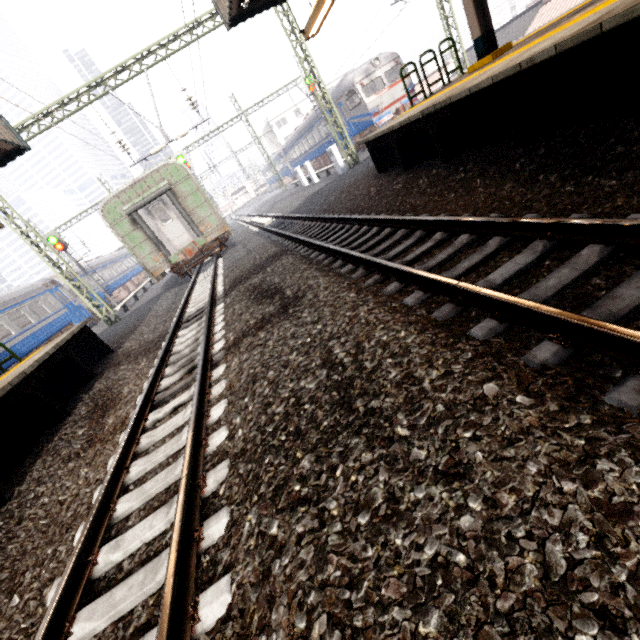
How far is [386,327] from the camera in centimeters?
299cm

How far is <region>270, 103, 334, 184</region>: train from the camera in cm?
2627

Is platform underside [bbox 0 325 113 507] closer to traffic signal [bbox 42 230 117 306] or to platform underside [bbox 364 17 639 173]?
platform underside [bbox 364 17 639 173]

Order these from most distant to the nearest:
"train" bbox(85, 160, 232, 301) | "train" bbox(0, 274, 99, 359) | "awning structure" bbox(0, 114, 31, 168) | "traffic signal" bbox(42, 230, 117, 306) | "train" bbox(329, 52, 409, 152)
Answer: "traffic signal" bbox(42, 230, 117, 306) → "train" bbox(329, 52, 409, 152) → "train" bbox(0, 274, 99, 359) → "train" bbox(85, 160, 232, 301) → "awning structure" bbox(0, 114, 31, 168)

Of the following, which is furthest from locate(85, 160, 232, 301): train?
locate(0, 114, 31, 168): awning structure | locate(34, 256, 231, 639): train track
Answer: locate(0, 114, 31, 168): awning structure

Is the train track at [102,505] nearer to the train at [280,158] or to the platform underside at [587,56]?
the platform underside at [587,56]

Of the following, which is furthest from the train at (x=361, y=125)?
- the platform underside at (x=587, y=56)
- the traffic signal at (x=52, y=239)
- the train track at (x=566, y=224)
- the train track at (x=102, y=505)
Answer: the traffic signal at (x=52, y=239)
